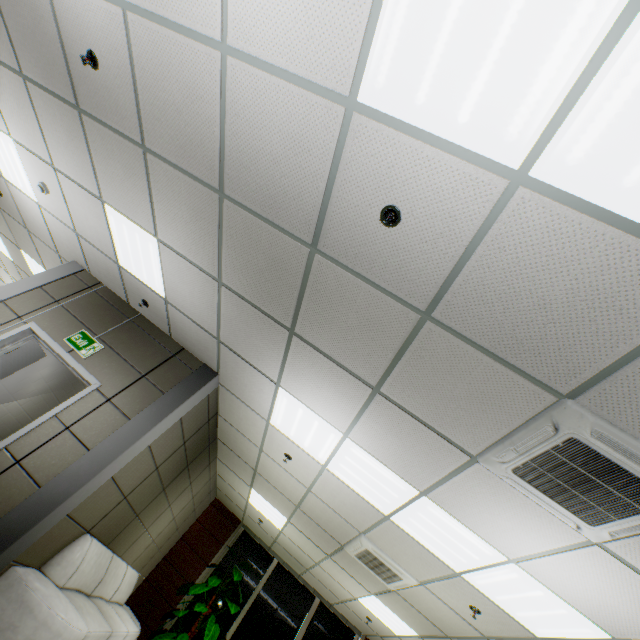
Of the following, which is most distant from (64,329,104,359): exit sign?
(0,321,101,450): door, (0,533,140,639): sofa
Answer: (0,533,140,639): sofa

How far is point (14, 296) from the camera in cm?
482

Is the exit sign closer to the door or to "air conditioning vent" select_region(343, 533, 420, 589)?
the door

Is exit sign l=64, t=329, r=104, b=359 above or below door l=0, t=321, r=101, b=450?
above

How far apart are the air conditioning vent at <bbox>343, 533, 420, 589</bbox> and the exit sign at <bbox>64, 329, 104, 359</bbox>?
4.7m

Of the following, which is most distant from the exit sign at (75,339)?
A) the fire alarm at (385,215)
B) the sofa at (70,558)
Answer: the fire alarm at (385,215)

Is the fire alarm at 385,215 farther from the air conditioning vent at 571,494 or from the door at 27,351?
the door at 27,351

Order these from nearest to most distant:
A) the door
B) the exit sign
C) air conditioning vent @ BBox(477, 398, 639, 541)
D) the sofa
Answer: air conditioning vent @ BBox(477, 398, 639, 541), the sofa, the door, the exit sign
